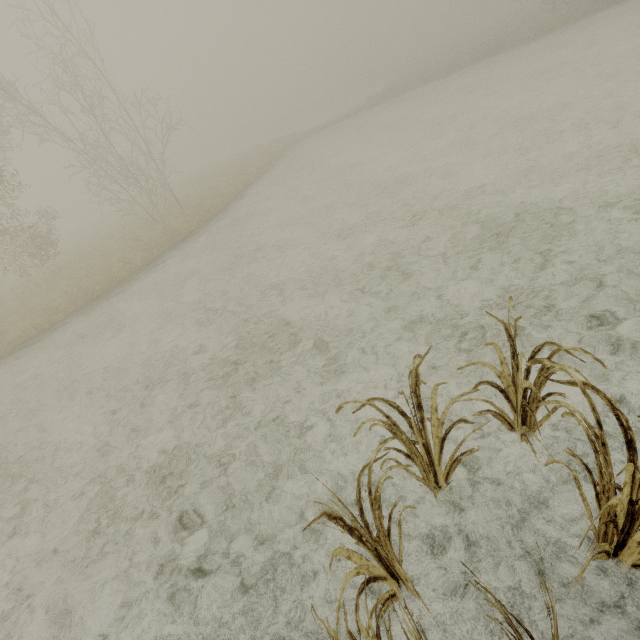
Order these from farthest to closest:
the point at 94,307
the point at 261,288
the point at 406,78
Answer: the point at 406,78, the point at 94,307, the point at 261,288

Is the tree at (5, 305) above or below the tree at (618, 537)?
above

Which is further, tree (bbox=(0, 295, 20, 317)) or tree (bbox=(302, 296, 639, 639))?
tree (bbox=(0, 295, 20, 317))

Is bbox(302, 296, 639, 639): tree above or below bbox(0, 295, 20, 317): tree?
below

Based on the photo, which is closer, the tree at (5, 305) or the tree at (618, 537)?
the tree at (618, 537)
